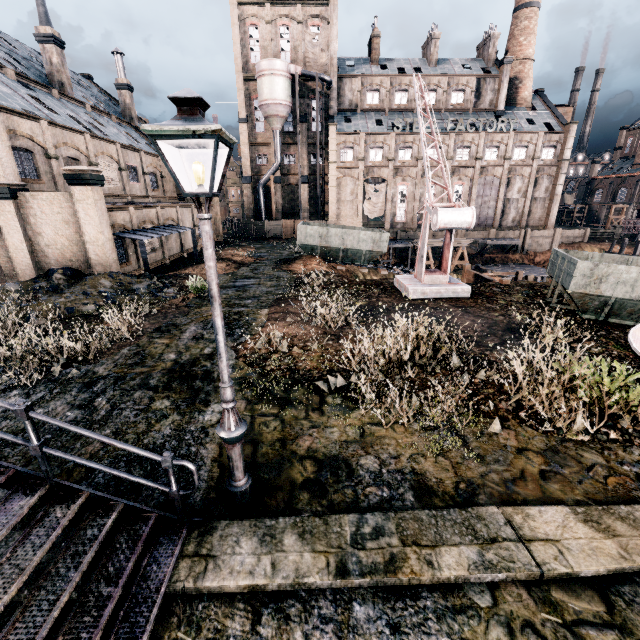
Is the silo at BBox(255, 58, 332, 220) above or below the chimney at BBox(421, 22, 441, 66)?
below

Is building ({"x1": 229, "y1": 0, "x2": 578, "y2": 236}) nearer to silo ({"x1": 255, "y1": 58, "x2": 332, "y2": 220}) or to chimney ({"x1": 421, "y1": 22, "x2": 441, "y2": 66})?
silo ({"x1": 255, "y1": 58, "x2": 332, "y2": 220})

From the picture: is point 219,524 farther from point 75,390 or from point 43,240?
point 43,240

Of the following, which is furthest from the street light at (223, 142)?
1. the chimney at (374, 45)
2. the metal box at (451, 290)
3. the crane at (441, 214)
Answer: the chimney at (374, 45)

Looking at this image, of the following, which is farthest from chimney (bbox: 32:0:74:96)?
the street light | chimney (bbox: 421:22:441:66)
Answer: chimney (bbox: 421:22:441:66)

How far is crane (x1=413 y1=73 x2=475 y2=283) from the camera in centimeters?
1379cm

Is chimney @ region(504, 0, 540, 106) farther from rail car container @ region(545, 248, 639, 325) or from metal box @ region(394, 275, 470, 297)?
rail car container @ region(545, 248, 639, 325)

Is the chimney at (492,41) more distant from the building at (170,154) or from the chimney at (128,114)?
the chimney at (128,114)
